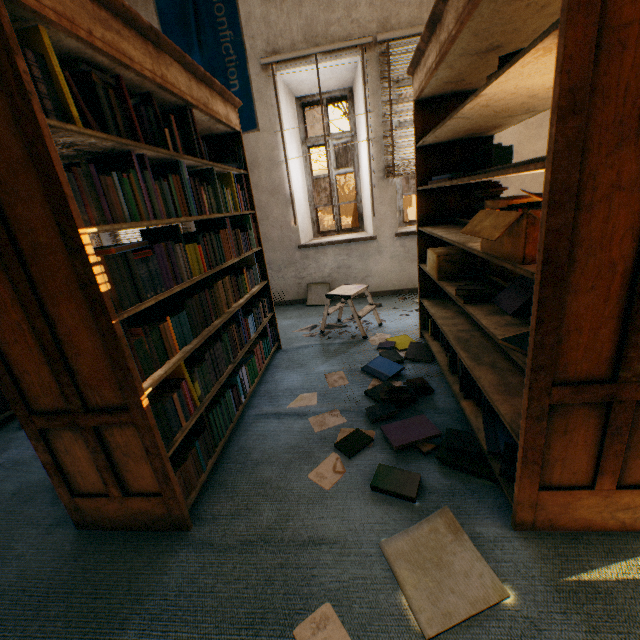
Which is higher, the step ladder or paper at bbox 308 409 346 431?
the step ladder

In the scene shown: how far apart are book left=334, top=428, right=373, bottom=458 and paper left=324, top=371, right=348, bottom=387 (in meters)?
0.64

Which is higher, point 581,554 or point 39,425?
point 39,425

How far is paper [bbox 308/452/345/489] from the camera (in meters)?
1.66

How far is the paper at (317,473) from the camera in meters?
1.7 m

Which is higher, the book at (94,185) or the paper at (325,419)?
the book at (94,185)

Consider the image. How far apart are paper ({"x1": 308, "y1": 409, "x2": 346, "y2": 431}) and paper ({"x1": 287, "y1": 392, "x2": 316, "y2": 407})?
0.2m

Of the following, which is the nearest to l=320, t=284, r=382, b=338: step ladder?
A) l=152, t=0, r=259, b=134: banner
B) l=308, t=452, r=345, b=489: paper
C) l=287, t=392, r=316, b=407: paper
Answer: l=287, t=392, r=316, b=407: paper
